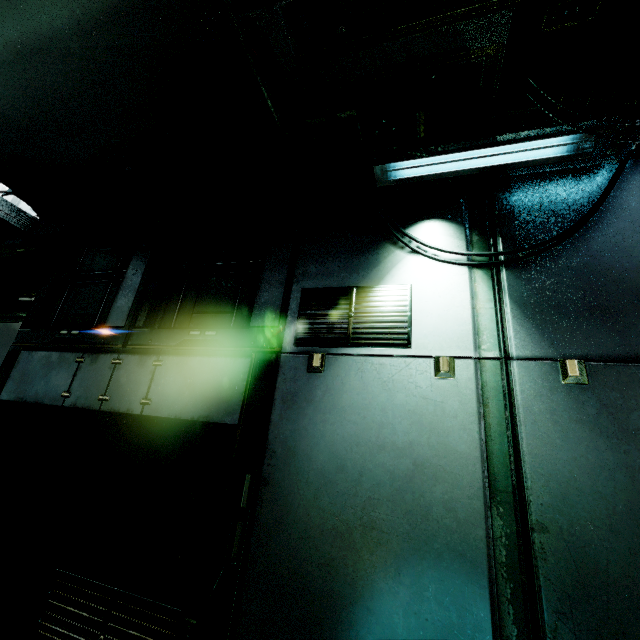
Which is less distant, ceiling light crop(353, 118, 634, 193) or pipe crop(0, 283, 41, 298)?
ceiling light crop(353, 118, 634, 193)

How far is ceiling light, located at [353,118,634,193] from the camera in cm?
240

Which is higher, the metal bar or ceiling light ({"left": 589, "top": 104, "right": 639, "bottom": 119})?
ceiling light ({"left": 589, "top": 104, "right": 639, "bottom": 119})

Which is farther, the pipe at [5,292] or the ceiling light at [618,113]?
the pipe at [5,292]

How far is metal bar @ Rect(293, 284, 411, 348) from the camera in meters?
2.6 m

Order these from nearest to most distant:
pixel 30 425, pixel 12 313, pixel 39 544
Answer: pixel 39 544, pixel 30 425, pixel 12 313

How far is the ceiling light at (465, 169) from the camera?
2.40m
